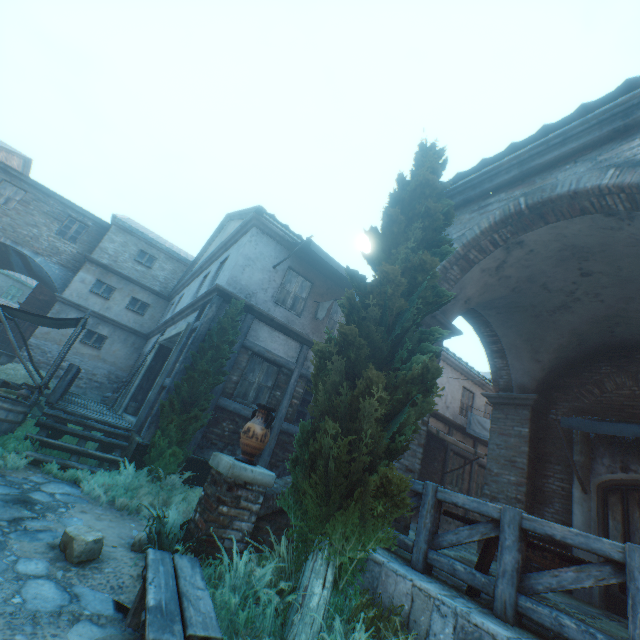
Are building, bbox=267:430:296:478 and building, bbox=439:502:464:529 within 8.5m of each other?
yes

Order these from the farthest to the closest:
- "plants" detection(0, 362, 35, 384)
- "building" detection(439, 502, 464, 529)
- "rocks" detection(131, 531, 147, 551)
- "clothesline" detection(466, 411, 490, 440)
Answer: "clothesline" detection(466, 411, 490, 440) → "building" detection(439, 502, 464, 529) → "plants" detection(0, 362, 35, 384) → "rocks" detection(131, 531, 147, 551)

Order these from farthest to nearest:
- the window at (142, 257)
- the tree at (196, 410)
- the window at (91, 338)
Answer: the window at (142, 257), the window at (91, 338), the tree at (196, 410)

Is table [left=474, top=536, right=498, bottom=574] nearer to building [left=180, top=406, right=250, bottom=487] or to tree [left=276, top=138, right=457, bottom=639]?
tree [left=276, top=138, right=457, bottom=639]

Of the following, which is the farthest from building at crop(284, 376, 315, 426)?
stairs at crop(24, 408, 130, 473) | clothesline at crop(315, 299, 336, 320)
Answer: stairs at crop(24, 408, 130, 473)

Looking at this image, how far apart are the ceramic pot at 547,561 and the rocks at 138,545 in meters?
7.2 m

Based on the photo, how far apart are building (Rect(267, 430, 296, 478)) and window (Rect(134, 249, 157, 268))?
14.4m

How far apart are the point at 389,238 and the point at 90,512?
6.2m
